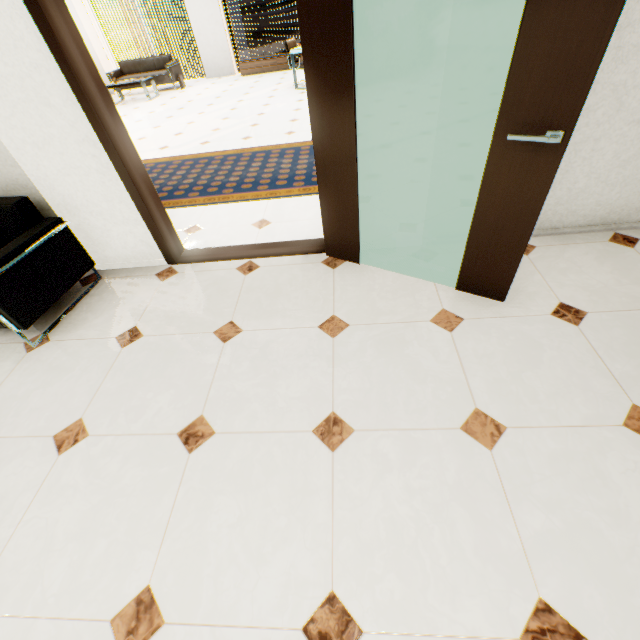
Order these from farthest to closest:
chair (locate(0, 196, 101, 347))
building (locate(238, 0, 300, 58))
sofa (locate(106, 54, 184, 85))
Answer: building (locate(238, 0, 300, 58)) < sofa (locate(106, 54, 184, 85)) < chair (locate(0, 196, 101, 347))

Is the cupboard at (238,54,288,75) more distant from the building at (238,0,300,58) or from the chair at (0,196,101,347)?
the building at (238,0,300,58)

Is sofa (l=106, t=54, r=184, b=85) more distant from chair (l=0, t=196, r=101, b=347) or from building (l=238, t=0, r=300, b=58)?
building (l=238, t=0, r=300, b=58)

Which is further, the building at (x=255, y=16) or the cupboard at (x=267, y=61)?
the building at (x=255, y=16)

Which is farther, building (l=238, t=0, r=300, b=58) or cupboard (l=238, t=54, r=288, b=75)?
building (l=238, t=0, r=300, b=58)

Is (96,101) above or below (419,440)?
above

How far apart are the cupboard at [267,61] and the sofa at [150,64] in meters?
1.8 m

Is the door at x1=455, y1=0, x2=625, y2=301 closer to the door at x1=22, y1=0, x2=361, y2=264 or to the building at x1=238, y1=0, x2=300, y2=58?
the door at x1=22, y1=0, x2=361, y2=264
